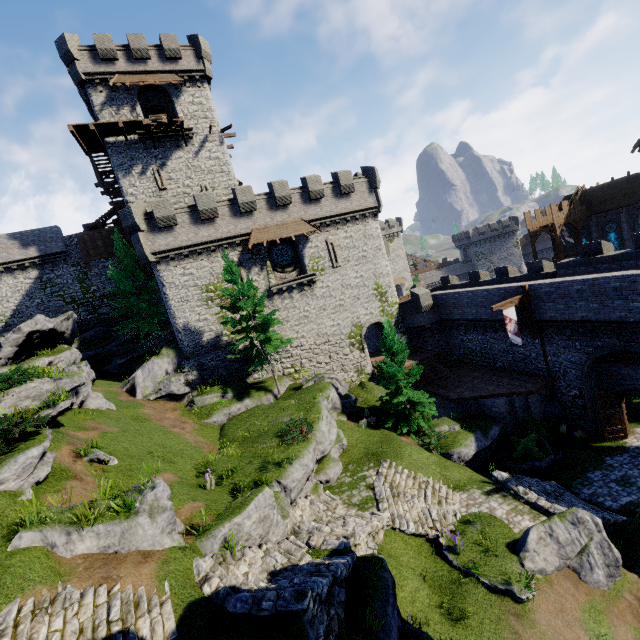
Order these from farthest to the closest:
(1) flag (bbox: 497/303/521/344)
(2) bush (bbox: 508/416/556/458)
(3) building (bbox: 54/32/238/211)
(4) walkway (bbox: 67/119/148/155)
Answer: (3) building (bbox: 54/32/238/211) → (4) walkway (bbox: 67/119/148/155) → (1) flag (bbox: 497/303/521/344) → (2) bush (bbox: 508/416/556/458)

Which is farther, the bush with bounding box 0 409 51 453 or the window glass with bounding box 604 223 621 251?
the window glass with bounding box 604 223 621 251

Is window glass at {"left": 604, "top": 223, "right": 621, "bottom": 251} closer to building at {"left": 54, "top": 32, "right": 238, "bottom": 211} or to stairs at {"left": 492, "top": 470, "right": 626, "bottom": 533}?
stairs at {"left": 492, "top": 470, "right": 626, "bottom": 533}

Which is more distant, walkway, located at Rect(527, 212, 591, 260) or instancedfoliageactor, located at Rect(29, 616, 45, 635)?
walkway, located at Rect(527, 212, 591, 260)

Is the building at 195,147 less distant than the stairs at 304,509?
No

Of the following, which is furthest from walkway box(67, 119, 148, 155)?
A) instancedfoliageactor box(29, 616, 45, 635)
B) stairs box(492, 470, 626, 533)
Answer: stairs box(492, 470, 626, 533)

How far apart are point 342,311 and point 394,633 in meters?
22.3 m

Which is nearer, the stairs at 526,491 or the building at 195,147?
the stairs at 526,491
